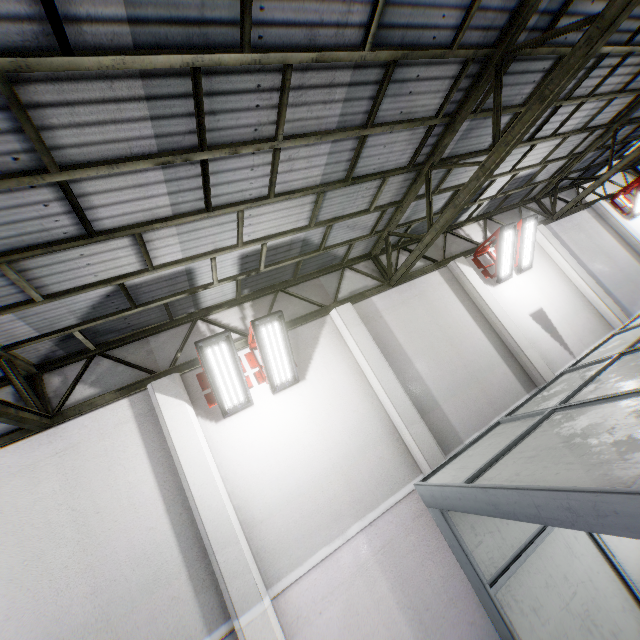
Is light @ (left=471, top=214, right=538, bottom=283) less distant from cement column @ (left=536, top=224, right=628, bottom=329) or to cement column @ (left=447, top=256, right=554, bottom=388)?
cement column @ (left=447, top=256, right=554, bottom=388)

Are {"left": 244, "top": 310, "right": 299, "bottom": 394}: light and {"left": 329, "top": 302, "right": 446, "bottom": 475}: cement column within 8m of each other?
yes

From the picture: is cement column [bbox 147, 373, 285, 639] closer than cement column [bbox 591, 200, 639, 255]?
Yes

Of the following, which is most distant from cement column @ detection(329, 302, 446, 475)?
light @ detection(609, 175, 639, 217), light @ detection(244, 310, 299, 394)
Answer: light @ detection(609, 175, 639, 217)

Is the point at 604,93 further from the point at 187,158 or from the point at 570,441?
the point at 187,158

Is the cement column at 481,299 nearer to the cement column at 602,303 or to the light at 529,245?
the light at 529,245

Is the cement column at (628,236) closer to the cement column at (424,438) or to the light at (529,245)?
the light at (529,245)

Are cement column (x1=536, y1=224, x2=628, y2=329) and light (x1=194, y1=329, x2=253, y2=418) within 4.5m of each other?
no
